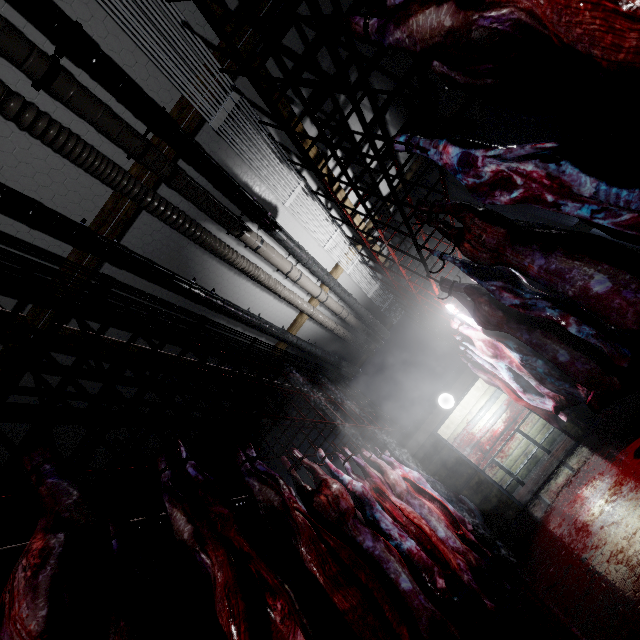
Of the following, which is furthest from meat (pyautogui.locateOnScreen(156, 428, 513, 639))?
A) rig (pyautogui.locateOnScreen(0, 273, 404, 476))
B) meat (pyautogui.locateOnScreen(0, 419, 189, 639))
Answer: meat (pyautogui.locateOnScreen(0, 419, 189, 639))

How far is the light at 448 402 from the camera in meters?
6.5 m

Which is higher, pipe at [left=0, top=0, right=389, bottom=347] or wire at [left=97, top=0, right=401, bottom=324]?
wire at [left=97, top=0, right=401, bottom=324]

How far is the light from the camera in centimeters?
651cm

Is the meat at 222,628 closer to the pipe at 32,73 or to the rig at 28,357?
the rig at 28,357

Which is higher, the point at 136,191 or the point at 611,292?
the point at 136,191

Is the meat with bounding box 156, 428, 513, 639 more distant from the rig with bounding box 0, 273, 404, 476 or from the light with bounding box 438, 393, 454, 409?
the light with bounding box 438, 393, 454, 409

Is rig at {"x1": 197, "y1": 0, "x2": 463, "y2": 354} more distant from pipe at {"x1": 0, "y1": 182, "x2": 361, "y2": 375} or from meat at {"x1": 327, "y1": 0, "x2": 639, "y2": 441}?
pipe at {"x1": 0, "y1": 182, "x2": 361, "y2": 375}
